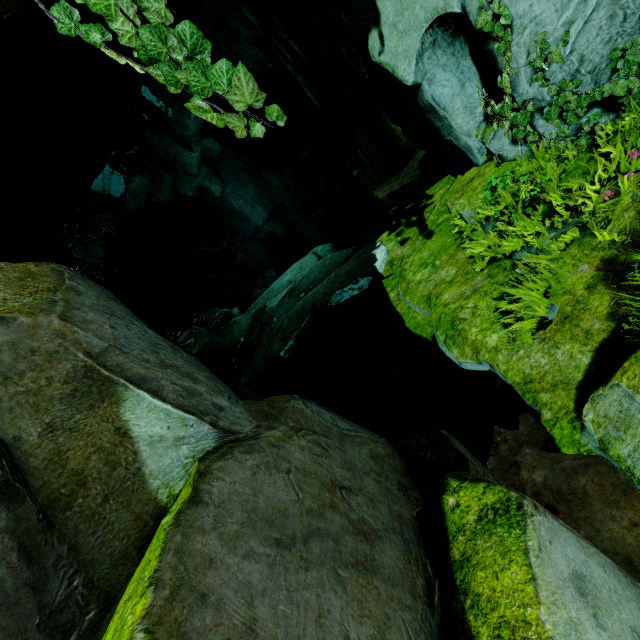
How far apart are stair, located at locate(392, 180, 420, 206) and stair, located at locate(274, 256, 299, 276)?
10.71m

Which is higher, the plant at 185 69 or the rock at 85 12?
the rock at 85 12

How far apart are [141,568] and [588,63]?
5.9 meters

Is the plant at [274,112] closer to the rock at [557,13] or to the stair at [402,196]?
the rock at [557,13]

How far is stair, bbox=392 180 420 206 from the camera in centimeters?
2869cm

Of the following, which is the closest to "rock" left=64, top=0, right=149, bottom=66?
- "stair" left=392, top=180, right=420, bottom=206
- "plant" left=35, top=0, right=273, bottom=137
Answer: "plant" left=35, top=0, right=273, bottom=137

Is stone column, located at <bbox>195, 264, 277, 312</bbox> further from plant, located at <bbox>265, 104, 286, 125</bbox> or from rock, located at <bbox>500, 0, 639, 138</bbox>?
plant, located at <bbox>265, 104, 286, 125</bbox>

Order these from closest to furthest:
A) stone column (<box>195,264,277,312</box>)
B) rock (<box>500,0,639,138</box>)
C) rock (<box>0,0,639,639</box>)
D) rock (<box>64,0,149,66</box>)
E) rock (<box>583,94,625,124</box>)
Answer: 1. rock (<box>0,0,639,639</box>)
2. rock (<box>64,0,149,66</box>)
3. rock (<box>500,0,639,138</box>)
4. rock (<box>583,94,625,124</box>)
5. stone column (<box>195,264,277,312</box>)
